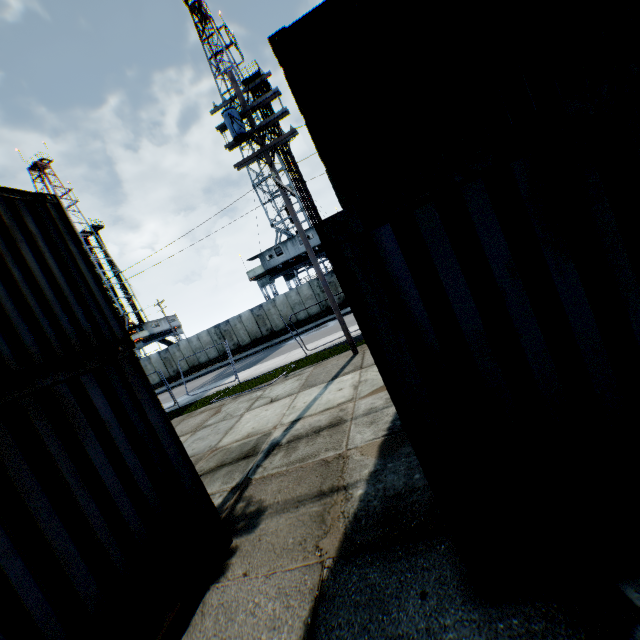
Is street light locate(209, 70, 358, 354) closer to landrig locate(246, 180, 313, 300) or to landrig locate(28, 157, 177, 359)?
landrig locate(246, 180, 313, 300)

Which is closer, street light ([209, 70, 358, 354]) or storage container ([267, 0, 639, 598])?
storage container ([267, 0, 639, 598])

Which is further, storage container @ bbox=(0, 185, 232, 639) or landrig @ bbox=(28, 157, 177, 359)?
landrig @ bbox=(28, 157, 177, 359)

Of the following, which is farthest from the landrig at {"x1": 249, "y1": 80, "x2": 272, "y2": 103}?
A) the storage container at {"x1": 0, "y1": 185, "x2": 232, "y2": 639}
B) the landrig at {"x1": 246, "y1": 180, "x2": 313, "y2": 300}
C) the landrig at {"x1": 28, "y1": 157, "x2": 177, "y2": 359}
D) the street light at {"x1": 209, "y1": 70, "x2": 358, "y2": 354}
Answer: the storage container at {"x1": 0, "y1": 185, "x2": 232, "y2": 639}

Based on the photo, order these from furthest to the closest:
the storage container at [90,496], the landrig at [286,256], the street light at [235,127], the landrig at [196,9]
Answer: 1. the landrig at [196,9]
2. the landrig at [286,256]
3. the street light at [235,127]
4. the storage container at [90,496]

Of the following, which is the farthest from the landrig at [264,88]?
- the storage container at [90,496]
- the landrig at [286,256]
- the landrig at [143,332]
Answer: the storage container at [90,496]

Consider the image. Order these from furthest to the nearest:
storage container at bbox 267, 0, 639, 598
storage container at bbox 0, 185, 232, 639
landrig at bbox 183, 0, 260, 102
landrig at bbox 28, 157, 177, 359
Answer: landrig at bbox 28, 157, 177, 359
landrig at bbox 183, 0, 260, 102
storage container at bbox 0, 185, 232, 639
storage container at bbox 267, 0, 639, 598

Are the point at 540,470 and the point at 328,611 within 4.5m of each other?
yes
